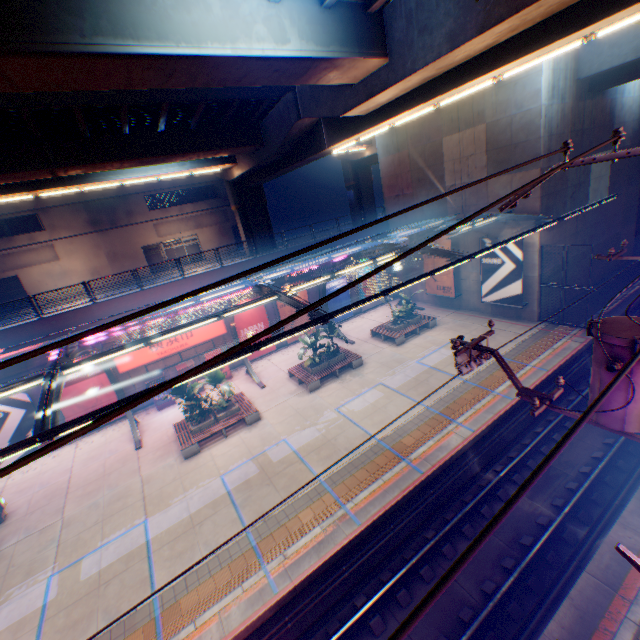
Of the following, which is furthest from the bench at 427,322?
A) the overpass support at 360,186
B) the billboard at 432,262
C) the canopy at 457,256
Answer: the overpass support at 360,186

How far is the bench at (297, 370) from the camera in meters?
18.2 m

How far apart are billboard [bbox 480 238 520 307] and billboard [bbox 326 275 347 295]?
9.8 meters

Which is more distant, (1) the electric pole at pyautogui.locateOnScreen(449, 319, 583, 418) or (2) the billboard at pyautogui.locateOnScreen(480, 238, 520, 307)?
(2) the billboard at pyautogui.locateOnScreen(480, 238, 520, 307)

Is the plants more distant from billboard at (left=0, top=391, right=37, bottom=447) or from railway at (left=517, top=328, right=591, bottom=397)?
railway at (left=517, top=328, right=591, bottom=397)

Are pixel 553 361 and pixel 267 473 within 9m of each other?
no

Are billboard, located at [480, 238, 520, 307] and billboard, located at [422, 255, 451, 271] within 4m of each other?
yes

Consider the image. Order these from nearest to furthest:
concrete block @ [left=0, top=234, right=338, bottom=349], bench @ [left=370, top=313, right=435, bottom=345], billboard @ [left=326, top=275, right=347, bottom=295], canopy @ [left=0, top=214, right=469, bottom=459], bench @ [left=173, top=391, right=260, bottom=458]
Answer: canopy @ [left=0, top=214, right=469, bottom=459]
bench @ [left=173, top=391, right=260, bottom=458]
concrete block @ [left=0, top=234, right=338, bottom=349]
bench @ [left=370, top=313, right=435, bottom=345]
billboard @ [left=326, top=275, right=347, bottom=295]
